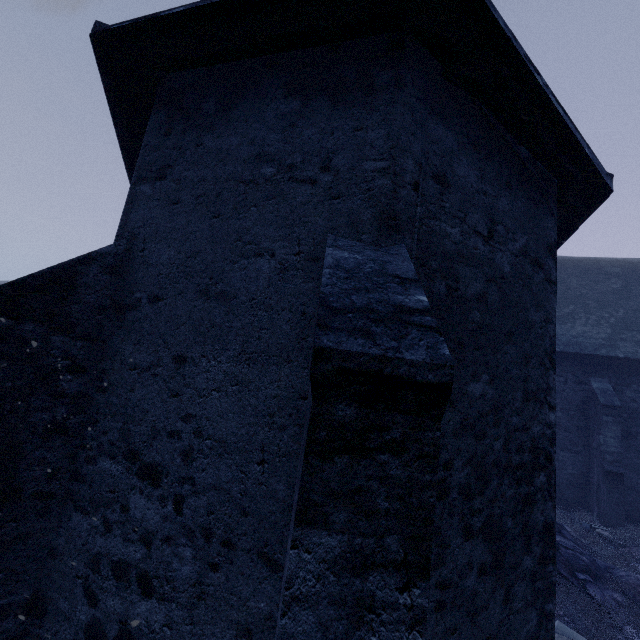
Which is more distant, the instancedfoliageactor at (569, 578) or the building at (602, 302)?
the instancedfoliageactor at (569, 578)

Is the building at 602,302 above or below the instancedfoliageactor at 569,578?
above

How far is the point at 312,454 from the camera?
1.5 meters

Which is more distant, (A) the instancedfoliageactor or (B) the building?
(A) the instancedfoliageactor

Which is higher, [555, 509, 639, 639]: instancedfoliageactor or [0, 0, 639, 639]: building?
[0, 0, 639, 639]: building
